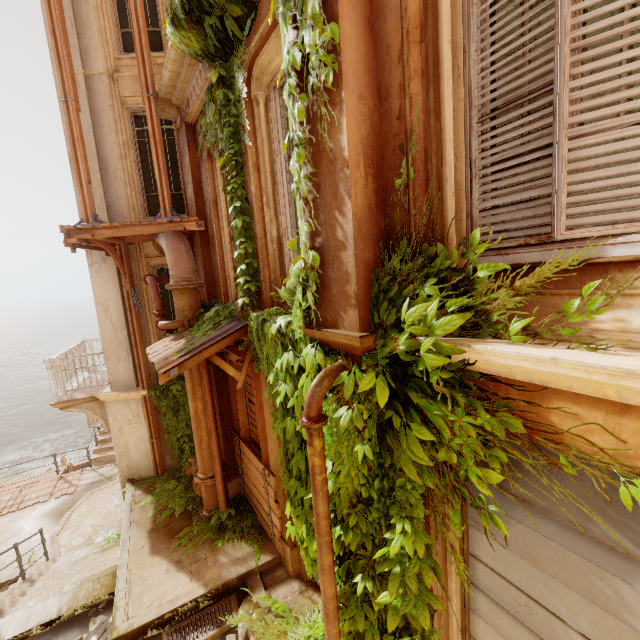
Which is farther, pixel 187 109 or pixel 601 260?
pixel 187 109

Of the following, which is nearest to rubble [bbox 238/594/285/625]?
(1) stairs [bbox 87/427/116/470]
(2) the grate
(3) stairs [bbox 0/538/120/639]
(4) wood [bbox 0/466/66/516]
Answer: (2) the grate

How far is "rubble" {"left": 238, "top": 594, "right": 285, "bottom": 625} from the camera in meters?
4.9 m

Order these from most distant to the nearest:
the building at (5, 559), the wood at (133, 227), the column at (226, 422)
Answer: the building at (5, 559), the column at (226, 422), the wood at (133, 227)

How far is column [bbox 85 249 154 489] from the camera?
8.1 meters

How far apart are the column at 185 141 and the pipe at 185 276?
0.0 meters

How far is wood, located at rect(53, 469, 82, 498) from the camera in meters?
11.9

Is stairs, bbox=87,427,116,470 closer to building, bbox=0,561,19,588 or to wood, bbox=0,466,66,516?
wood, bbox=0,466,66,516
